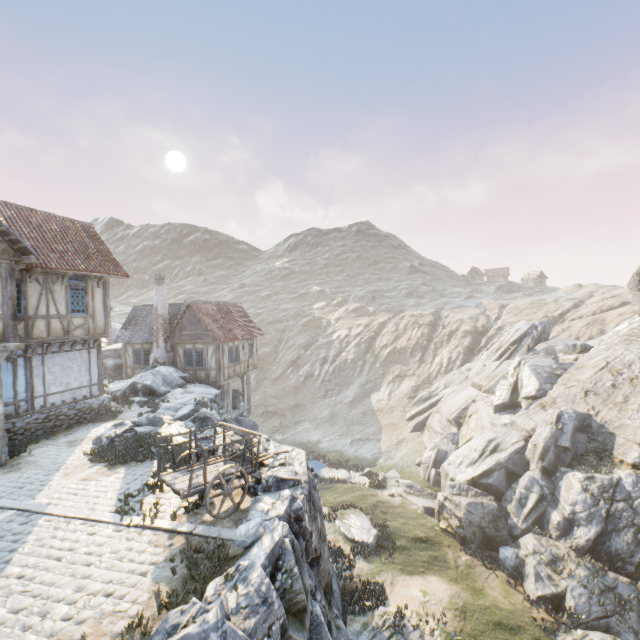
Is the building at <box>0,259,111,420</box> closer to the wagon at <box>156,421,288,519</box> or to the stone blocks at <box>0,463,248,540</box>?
the stone blocks at <box>0,463,248,540</box>

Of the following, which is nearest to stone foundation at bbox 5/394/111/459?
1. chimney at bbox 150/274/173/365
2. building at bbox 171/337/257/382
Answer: chimney at bbox 150/274/173/365

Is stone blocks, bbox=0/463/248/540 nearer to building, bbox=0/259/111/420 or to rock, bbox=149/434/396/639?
rock, bbox=149/434/396/639

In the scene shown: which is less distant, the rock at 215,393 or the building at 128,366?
the rock at 215,393

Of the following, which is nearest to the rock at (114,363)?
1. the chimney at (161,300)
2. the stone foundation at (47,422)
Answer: the chimney at (161,300)

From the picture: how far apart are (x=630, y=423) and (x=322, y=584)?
18.65m

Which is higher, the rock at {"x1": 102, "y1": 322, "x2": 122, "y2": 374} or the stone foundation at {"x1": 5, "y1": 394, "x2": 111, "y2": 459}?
the rock at {"x1": 102, "y1": 322, "x2": 122, "y2": 374}

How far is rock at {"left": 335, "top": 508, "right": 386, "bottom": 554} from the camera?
17.3 meters
